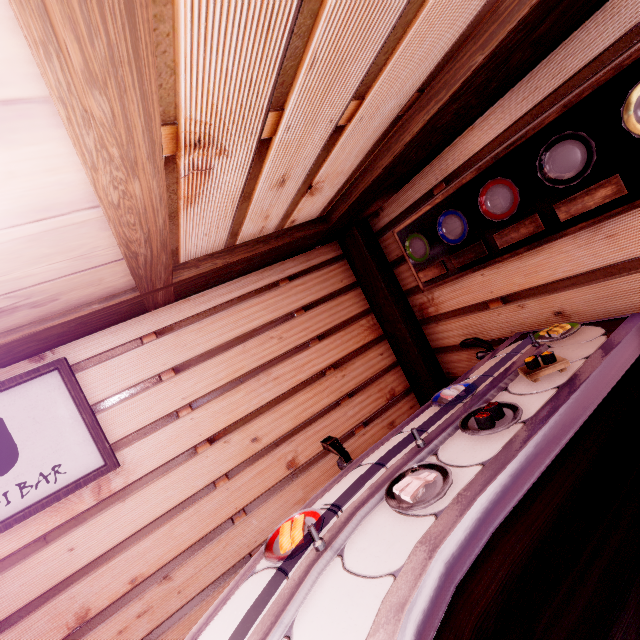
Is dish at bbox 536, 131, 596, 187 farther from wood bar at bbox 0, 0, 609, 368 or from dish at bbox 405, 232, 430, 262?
dish at bbox 405, 232, 430, 262

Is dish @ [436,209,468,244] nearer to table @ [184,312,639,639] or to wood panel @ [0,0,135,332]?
table @ [184,312,639,639]

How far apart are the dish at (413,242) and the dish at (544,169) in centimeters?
173cm

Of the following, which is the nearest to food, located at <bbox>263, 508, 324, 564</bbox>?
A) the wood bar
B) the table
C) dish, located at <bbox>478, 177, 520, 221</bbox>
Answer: the table

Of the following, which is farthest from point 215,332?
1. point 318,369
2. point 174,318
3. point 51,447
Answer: point 51,447

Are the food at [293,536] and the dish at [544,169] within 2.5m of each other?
no

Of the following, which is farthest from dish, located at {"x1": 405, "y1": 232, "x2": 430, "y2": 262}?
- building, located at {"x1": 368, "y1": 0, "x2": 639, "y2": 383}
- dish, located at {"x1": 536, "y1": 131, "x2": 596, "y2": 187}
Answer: dish, located at {"x1": 536, "y1": 131, "x2": 596, "y2": 187}

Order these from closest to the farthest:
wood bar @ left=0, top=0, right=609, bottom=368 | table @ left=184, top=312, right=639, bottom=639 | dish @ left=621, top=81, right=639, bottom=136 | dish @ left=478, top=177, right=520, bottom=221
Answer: wood bar @ left=0, top=0, right=609, bottom=368
table @ left=184, top=312, right=639, bottom=639
dish @ left=621, top=81, right=639, bottom=136
dish @ left=478, top=177, right=520, bottom=221
